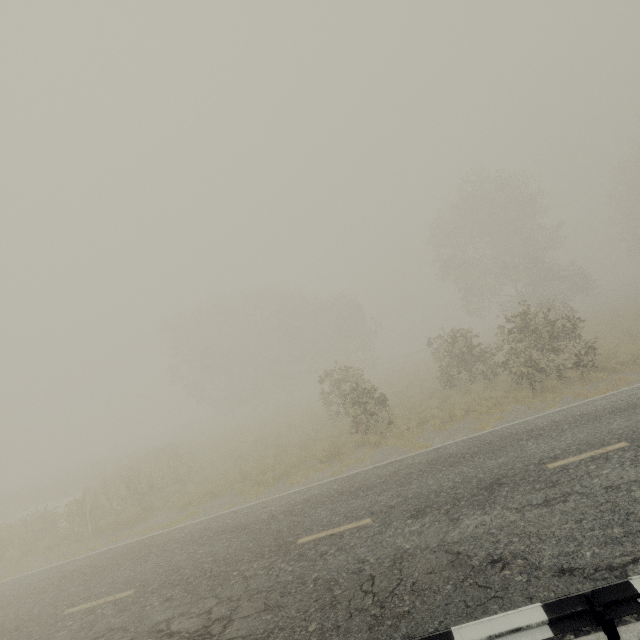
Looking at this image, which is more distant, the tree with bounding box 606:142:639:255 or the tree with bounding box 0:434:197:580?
the tree with bounding box 606:142:639:255

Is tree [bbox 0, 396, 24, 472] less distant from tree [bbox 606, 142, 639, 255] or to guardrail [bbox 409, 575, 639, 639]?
guardrail [bbox 409, 575, 639, 639]

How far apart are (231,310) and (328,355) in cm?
1486

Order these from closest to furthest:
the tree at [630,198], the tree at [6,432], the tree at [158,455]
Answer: the tree at [158,455] < the tree at [630,198] < the tree at [6,432]

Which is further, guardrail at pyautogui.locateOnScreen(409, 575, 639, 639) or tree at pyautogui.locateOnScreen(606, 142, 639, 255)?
tree at pyautogui.locateOnScreen(606, 142, 639, 255)

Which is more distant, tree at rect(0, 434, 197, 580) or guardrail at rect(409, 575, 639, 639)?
tree at rect(0, 434, 197, 580)

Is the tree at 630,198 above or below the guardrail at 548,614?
above
